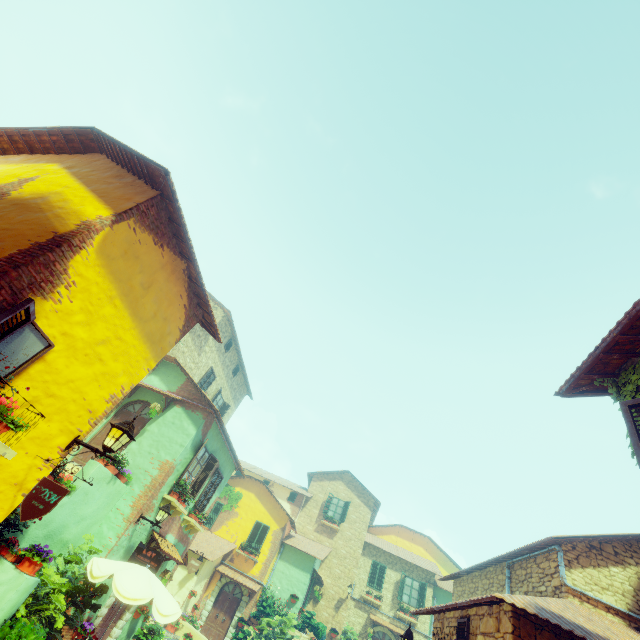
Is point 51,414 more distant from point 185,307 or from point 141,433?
point 141,433

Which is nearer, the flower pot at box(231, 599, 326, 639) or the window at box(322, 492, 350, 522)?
the flower pot at box(231, 599, 326, 639)

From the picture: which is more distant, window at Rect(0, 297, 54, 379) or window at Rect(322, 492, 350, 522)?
window at Rect(322, 492, 350, 522)

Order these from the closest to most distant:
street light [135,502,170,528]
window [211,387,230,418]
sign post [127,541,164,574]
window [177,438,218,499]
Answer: sign post [127,541,164,574] → street light [135,502,170,528] → window [177,438,218,499] → window [211,387,230,418]

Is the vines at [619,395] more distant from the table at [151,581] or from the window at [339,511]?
the table at [151,581]

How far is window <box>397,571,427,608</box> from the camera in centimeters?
2264cm

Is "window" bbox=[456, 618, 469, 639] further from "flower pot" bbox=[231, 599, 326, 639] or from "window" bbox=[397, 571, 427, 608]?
"window" bbox=[397, 571, 427, 608]

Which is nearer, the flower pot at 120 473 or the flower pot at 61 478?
the flower pot at 61 478
